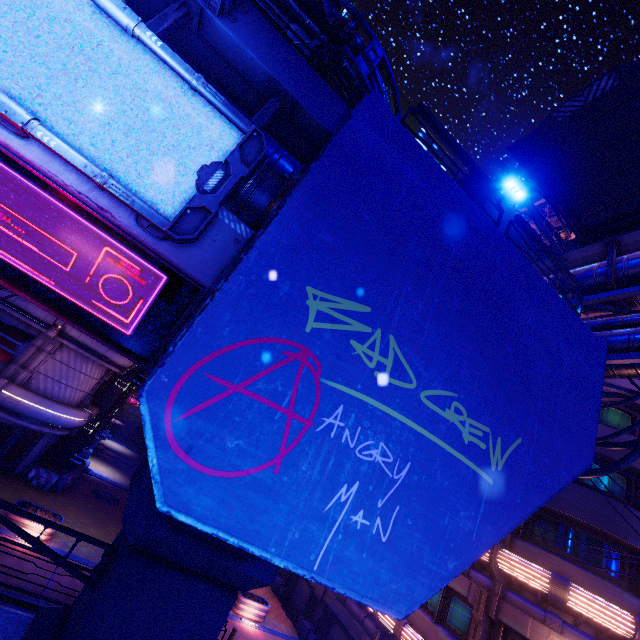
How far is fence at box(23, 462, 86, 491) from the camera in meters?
19.5 m

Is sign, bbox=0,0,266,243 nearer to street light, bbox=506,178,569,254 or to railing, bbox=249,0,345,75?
railing, bbox=249,0,345,75

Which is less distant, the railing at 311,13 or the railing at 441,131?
the railing at 311,13

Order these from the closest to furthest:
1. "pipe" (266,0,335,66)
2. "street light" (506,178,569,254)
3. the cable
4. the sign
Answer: the sign
the cable
"street light" (506,178,569,254)
"pipe" (266,0,335,66)

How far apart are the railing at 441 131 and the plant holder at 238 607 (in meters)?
22.51

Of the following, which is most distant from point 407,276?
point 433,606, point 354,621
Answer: point 354,621

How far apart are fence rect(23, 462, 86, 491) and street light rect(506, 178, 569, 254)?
28.35m

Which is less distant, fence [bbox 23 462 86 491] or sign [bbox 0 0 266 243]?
sign [bbox 0 0 266 243]
